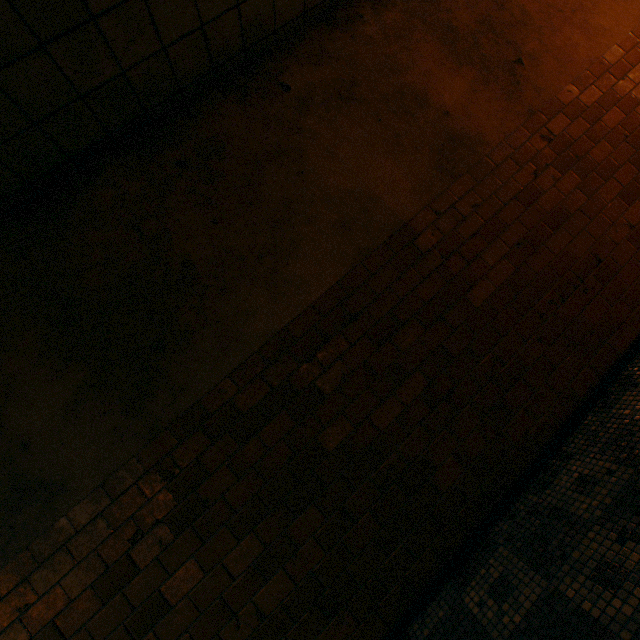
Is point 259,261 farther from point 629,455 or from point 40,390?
point 629,455
